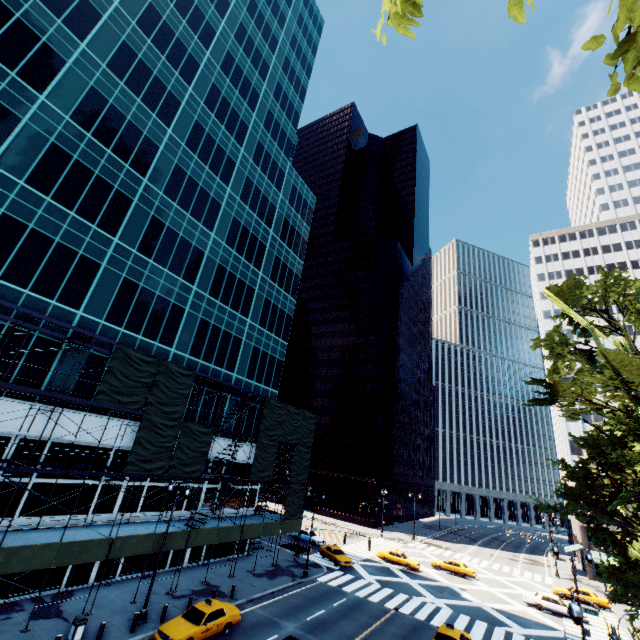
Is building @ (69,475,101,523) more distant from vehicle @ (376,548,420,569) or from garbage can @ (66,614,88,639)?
vehicle @ (376,548,420,569)

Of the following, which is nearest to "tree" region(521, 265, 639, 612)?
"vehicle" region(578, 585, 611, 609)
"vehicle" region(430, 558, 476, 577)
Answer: "vehicle" region(578, 585, 611, 609)

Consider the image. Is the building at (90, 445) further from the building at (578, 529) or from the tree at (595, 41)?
the building at (578, 529)

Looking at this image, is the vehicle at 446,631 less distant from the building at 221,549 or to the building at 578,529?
the building at 221,549

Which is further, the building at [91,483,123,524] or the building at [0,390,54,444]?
the building at [91,483,123,524]

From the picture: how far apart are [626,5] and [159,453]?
28.42m

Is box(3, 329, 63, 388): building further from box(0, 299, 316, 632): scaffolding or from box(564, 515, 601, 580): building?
box(564, 515, 601, 580): building
